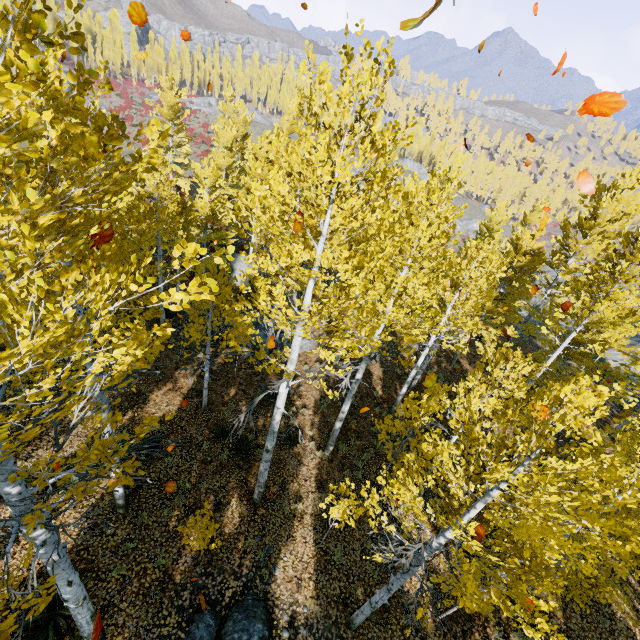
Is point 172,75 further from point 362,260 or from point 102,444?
point 102,444

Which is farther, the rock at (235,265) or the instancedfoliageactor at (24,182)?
the rock at (235,265)

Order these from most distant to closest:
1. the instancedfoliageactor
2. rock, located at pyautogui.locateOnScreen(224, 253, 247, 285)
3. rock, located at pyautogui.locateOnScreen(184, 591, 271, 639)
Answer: rock, located at pyautogui.locateOnScreen(224, 253, 247, 285), rock, located at pyautogui.locateOnScreen(184, 591, 271, 639), the instancedfoliageactor

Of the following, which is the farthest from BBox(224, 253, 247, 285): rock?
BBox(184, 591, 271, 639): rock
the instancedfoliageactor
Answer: BBox(184, 591, 271, 639): rock

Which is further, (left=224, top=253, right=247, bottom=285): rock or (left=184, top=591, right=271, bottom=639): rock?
(left=224, top=253, right=247, bottom=285): rock

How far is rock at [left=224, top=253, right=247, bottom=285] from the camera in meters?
23.2

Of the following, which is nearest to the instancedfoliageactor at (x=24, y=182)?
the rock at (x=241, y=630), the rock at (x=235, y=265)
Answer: the rock at (x=241, y=630)
